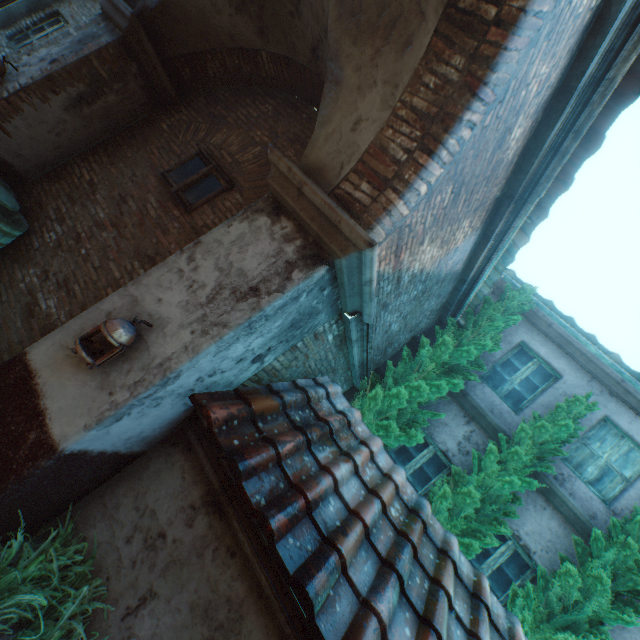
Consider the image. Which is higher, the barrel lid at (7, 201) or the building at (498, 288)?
the building at (498, 288)

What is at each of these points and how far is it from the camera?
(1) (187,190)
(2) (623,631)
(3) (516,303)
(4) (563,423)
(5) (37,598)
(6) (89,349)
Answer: (1) window, 4.59m
(2) building, 5.12m
(3) tree, 6.57m
(4) tree, 5.43m
(5) plants, 2.25m
(6) lantern, 2.40m

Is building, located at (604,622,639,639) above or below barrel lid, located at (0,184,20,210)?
above

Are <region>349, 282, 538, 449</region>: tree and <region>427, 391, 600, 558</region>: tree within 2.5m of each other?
yes

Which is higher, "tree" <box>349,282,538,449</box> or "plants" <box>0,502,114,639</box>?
"tree" <box>349,282,538,449</box>

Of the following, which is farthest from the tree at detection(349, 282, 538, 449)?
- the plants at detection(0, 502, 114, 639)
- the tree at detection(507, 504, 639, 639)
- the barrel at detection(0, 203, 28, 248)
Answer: the barrel at detection(0, 203, 28, 248)

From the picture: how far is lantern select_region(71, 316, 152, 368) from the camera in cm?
234

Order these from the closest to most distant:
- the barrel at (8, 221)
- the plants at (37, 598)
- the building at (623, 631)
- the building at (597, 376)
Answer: the plants at (37, 598) < the barrel at (8, 221) < the building at (623, 631) < the building at (597, 376)
